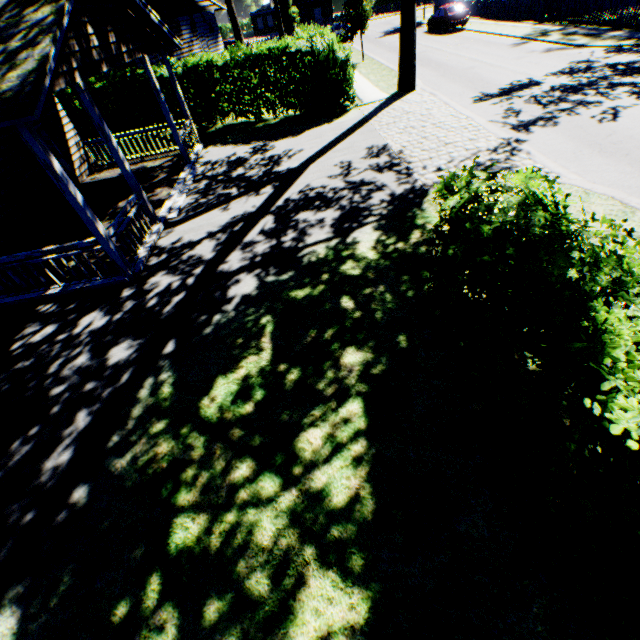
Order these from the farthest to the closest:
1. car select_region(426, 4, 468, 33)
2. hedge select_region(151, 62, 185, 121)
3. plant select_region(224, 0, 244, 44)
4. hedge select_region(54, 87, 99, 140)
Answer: car select_region(426, 4, 468, 33) < plant select_region(224, 0, 244, 44) < hedge select_region(54, 87, 99, 140) < hedge select_region(151, 62, 185, 121)

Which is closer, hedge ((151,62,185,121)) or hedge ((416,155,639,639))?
hedge ((416,155,639,639))

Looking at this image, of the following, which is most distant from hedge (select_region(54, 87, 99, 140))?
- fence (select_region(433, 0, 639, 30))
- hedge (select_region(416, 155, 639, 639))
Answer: fence (select_region(433, 0, 639, 30))

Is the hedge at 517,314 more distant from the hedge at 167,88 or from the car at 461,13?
the car at 461,13

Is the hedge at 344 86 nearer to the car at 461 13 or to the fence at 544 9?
the car at 461 13

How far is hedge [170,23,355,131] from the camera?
14.0m

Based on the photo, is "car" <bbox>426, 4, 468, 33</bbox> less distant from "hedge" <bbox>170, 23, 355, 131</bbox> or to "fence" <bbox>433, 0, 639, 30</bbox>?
"fence" <bbox>433, 0, 639, 30</bbox>

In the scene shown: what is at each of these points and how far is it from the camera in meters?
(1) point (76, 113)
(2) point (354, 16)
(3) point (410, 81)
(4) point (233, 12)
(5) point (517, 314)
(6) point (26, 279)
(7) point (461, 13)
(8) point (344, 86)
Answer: (1) hedge, 17.2 m
(2) plant, 21.9 m
(3) plant, 15.6 m
(4) plant, 22.3 m
(5) hedge, 2.8 m
(6) house, 8.5 m
(7) car, 26.8 m
(8) hedge, 16.5 m
